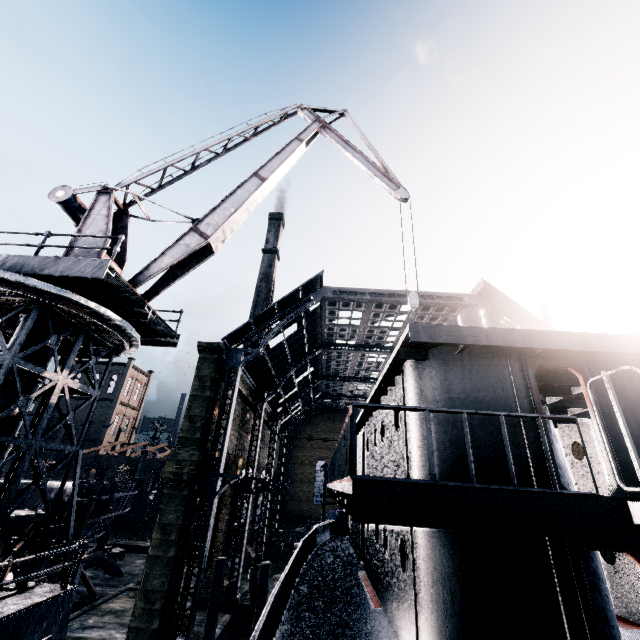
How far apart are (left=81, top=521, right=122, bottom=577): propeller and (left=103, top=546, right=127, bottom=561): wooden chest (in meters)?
7.08

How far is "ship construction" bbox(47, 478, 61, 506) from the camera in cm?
1897

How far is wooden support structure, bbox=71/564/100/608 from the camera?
24.8m

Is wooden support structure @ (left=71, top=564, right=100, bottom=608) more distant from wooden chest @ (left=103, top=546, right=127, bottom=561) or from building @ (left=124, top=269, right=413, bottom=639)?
building @ (left=124, top=269, right=413, bottom=639)

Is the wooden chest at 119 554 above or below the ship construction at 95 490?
below

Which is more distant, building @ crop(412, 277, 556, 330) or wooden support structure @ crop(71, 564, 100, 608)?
building @ crop(412, 277, 556, 330)

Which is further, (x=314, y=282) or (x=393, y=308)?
(x=393, y=308)

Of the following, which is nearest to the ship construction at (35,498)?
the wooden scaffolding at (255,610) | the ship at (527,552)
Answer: the wooden scaffolding at (255,610)
